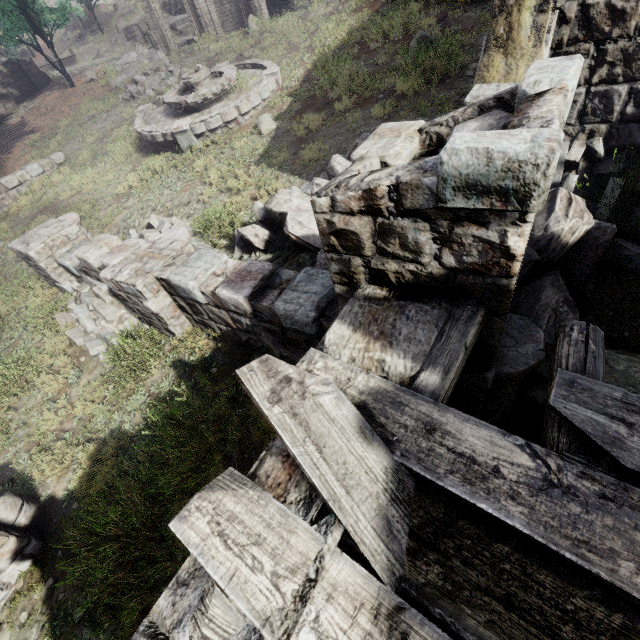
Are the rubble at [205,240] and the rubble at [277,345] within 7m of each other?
yes

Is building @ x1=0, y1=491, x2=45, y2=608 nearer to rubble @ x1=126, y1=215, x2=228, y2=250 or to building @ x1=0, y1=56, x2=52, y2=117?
rubble @ x1=126, y1=215, x2=228, y2=250

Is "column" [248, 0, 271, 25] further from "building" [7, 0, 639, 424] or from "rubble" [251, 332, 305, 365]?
"rubble" [251, 332, 305, 365]

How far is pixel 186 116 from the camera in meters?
12.4 m

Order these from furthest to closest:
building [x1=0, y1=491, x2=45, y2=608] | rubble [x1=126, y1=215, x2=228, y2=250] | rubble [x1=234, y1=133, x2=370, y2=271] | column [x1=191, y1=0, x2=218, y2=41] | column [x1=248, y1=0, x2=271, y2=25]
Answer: column [x1=191, y1=0, x2=218, y2=41], column [x1=248, y1=0, x2=271, y2=25], rubble [x1=126, y1=215, x2=228, y2=250], rubble [x1=234, y1=133, x2=370, y2=271], building [x1=0, y1=491, x2=45, y2=608]

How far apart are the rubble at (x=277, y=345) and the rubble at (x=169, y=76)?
18.7 meters

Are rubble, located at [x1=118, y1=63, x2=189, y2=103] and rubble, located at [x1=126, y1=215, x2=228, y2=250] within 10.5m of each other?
no

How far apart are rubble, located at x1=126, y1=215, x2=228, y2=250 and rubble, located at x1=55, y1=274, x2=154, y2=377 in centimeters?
122cm
